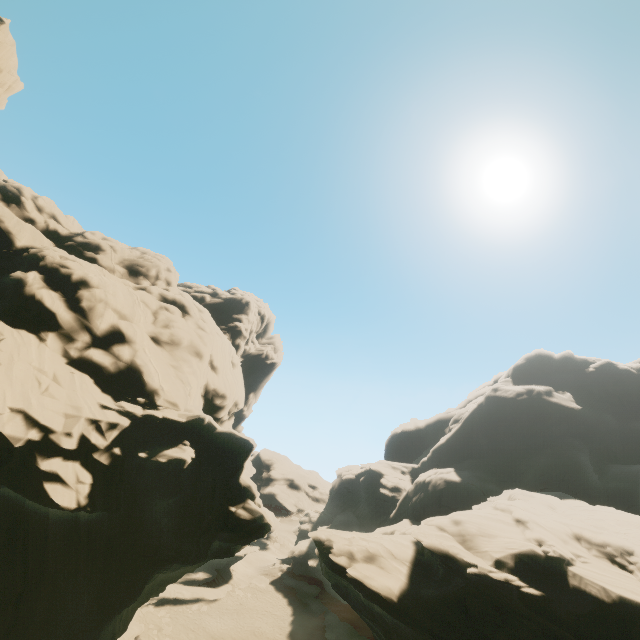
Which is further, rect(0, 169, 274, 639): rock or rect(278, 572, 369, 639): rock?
rect(278, 572, 369, 639): rock

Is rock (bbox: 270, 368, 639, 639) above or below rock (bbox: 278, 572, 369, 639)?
above

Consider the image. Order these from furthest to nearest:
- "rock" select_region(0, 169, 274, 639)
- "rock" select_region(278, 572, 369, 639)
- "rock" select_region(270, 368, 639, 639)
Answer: "rock" select_region(278, 572, 369, 639) → "rock" select_region(270, 368, 639, 639) → "rock" select_region(0, 169, 274, 639)

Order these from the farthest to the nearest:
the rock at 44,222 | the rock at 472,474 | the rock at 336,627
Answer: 1. the rock at 336,627
2. the rock at 472,474
3. the rock at 44,222

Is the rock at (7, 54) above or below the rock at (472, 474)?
above

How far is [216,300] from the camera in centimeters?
5412cm
